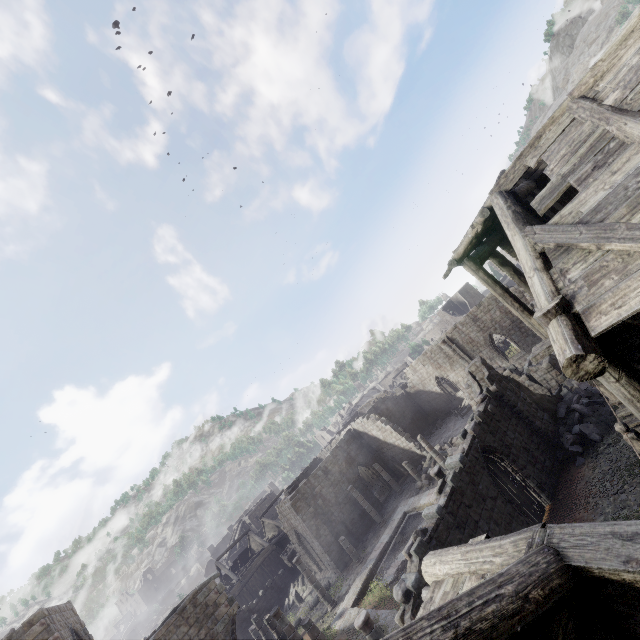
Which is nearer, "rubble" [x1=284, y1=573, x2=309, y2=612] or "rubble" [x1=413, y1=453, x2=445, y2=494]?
"rubble" [x1=413, y1=453, x2=445, y2=494]

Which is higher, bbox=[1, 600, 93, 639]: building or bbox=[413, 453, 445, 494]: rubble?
bbox=[1, 600, 93, 639]: building

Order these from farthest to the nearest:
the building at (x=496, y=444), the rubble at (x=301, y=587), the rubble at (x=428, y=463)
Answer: the rubble at (x=301, y=587)
the rubble at (x=428, y=463)
the building at (x=496, y=444)

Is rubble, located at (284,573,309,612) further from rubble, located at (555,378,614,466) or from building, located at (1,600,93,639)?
rubble, located at (555,378,614,466)

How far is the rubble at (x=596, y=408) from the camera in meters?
14.3 m

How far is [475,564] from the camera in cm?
379

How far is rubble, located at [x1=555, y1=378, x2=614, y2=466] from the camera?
14.3 meters

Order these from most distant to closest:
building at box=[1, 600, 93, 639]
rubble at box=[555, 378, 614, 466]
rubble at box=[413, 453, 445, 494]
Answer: rubble at box=[413, 453, 445, 494] < rubble at box=[555, 378, 614, 466] < building at box=[1, 600, 93, 639]
